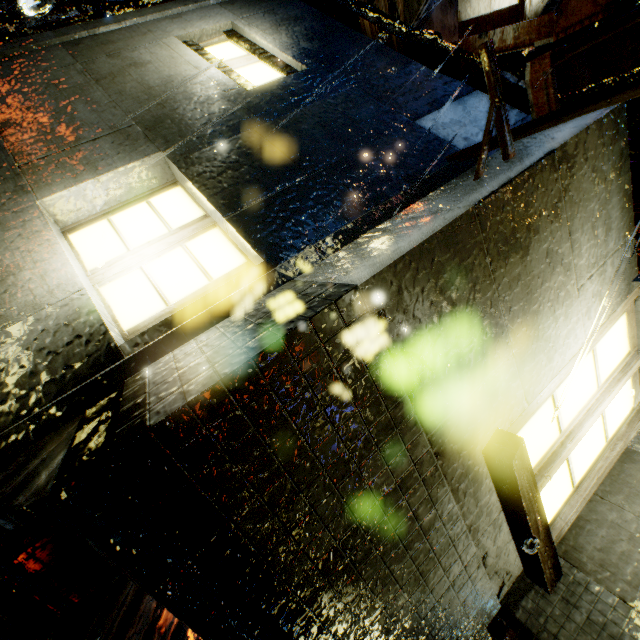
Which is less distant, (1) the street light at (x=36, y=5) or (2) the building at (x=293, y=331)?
(2) the building at (x=293, y=331)

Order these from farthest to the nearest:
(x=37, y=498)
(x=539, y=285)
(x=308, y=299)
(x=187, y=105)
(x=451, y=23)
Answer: (x=451, y=23) < (x=187, y=105) < (x=539, y=285) < (x=308, y=299) < (x=37, y=498)

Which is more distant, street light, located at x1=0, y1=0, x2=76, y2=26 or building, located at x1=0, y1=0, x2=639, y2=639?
street light, located at x1=0, y1=0, x2=76, y2=26
